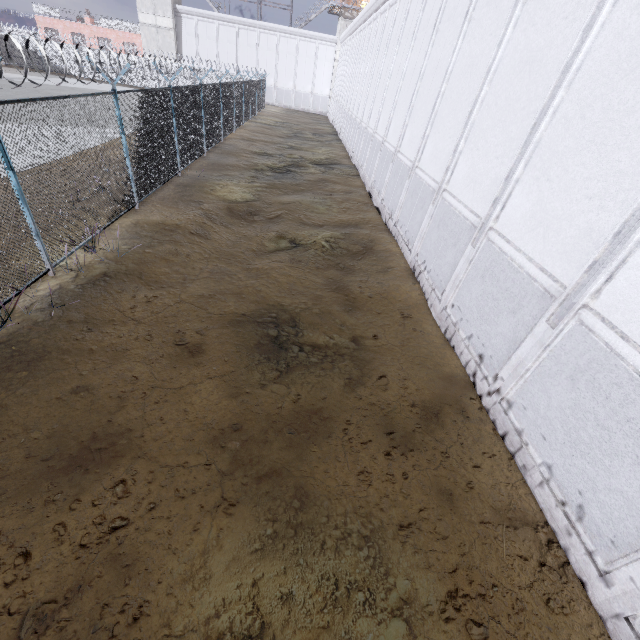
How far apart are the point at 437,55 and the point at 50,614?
13.78m

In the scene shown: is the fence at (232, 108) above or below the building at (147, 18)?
below

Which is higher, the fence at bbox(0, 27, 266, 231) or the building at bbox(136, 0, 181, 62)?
the building at bbox(136, 0, 181, 62)

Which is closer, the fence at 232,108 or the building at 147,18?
the fence at 232,108

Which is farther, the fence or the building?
the building
